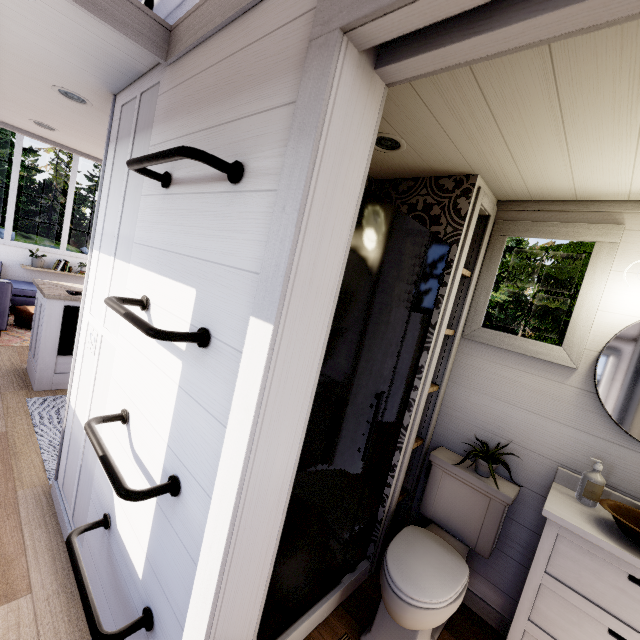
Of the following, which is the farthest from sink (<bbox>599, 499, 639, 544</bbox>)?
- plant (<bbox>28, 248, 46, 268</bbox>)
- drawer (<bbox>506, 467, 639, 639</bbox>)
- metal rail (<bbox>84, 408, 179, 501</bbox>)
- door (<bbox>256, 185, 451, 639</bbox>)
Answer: plant (<bbox>28, 248, 46, 268</bbox>)

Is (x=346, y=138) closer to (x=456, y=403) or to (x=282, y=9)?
(x=282, y=9)

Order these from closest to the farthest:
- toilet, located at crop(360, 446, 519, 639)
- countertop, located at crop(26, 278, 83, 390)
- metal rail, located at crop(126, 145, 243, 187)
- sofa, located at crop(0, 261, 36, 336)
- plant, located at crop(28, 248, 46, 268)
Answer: metal rail, located at crop(126, 145, 243, 187)
toilet, located at crop(360, 446, 519, 639)
countertop, located at crop(26, 278, 83, 390)
sofa, located at crop(0, 261, 36, 336)
plant, located at crop(28, 248, 46, 268)

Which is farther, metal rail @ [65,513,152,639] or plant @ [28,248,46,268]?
plant @ [28,248,46,268]

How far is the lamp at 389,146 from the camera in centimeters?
161cm

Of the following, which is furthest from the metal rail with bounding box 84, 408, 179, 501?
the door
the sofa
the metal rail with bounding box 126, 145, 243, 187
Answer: the sofa

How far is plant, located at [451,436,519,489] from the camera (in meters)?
1.86

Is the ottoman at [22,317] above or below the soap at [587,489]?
below
